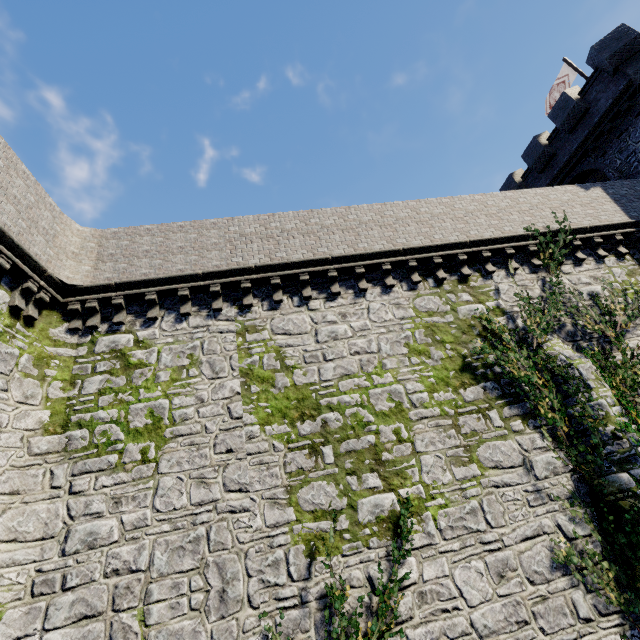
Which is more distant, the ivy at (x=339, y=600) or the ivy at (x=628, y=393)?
the ivy at (x=628, y=393)

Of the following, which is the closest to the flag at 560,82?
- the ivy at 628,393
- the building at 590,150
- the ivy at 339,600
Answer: the building at 590,150

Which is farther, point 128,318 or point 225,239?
point 225,239

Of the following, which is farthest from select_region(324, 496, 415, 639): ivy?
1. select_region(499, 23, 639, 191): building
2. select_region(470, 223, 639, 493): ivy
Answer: select_region(499, 23, 639, 191): building

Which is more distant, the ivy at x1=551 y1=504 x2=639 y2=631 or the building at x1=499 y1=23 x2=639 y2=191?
the building at x1=499 y1=23 x2=639 y2=191

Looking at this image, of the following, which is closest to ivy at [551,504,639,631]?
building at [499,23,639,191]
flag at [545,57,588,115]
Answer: building at [499,23,639,191]

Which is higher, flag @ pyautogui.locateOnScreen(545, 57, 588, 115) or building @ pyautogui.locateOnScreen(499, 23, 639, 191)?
flag @ pyautogui.locateOnScreen(545, 57, 588, 115)
